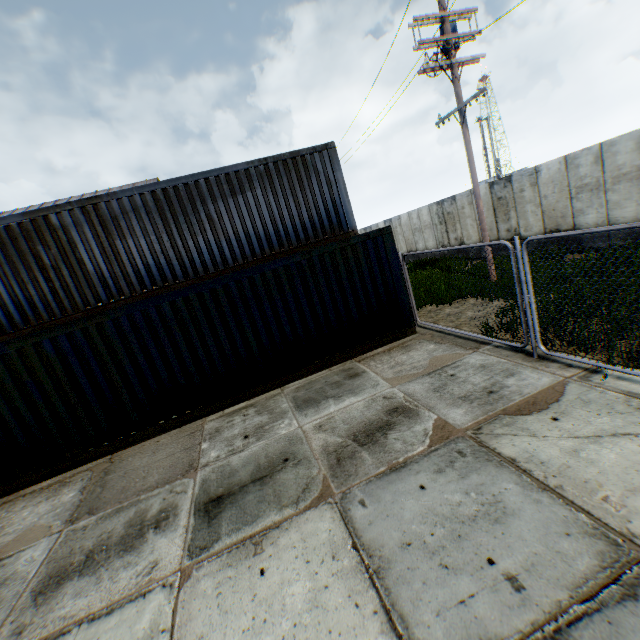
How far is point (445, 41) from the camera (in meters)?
9.91

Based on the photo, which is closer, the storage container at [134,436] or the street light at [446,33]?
the storage container at [134,436]

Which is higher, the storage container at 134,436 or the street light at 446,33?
the street light at 446,33

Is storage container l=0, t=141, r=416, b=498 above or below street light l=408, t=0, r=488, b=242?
below

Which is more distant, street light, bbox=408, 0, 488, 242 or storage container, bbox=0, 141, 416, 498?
street light, bbox=408, 0, 488, 242
